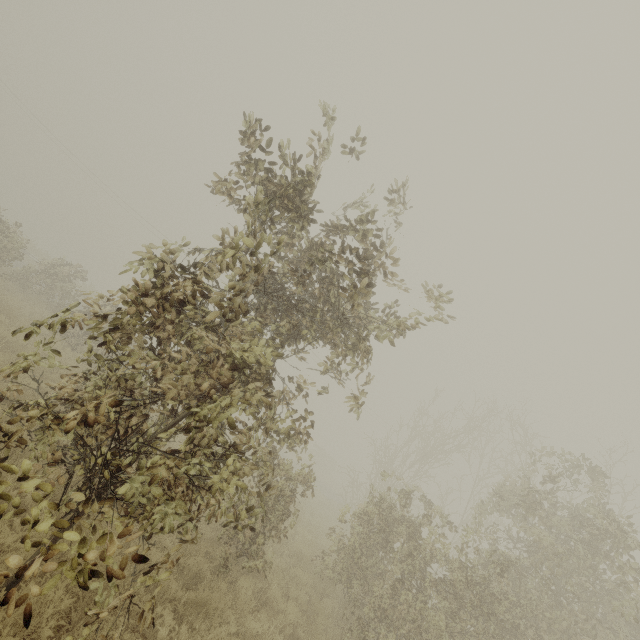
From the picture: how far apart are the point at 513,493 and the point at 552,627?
3.66m
